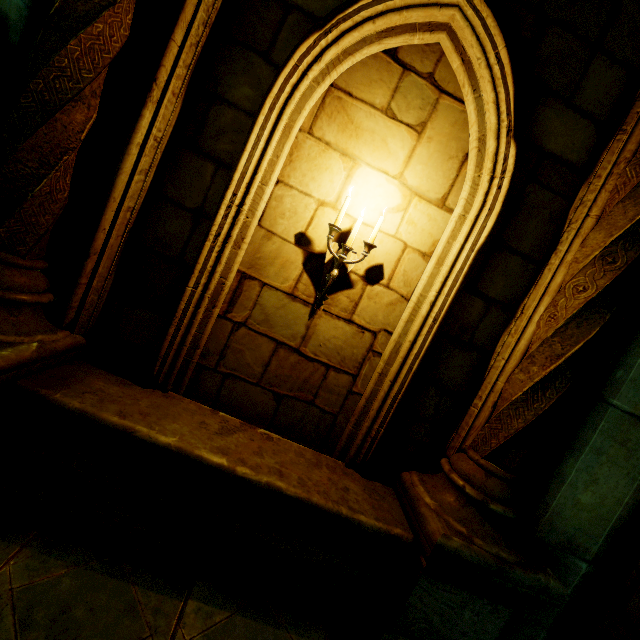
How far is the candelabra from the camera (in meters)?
2.73

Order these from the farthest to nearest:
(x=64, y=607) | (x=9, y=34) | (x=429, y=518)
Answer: (x=9, y=34) → (x=429, y=518) → (x=64, y=607)

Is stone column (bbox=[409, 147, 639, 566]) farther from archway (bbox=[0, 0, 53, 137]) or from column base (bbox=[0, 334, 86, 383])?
archway (bbox=[0, 0, 53, 137])

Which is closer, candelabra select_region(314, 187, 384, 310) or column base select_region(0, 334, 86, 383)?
column base select_region(0, 334, 86, 383)

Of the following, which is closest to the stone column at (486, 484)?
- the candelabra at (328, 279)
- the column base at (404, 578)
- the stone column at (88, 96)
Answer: the column base at (404, 578)

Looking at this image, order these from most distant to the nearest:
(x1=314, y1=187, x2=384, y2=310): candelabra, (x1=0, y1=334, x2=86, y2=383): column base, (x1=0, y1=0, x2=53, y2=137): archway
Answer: (x1=0, y1=0, x2=53, y2=137): archway, (x1=314, y1=187, x2=384, y2=310): candelabra, (x1=0, y1=334, x2=86, y2=383): column base

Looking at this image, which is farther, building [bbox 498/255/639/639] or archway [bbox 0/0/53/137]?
archway [bbox 0/0/53/137]

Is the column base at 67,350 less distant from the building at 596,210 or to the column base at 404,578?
the building at 596,210
